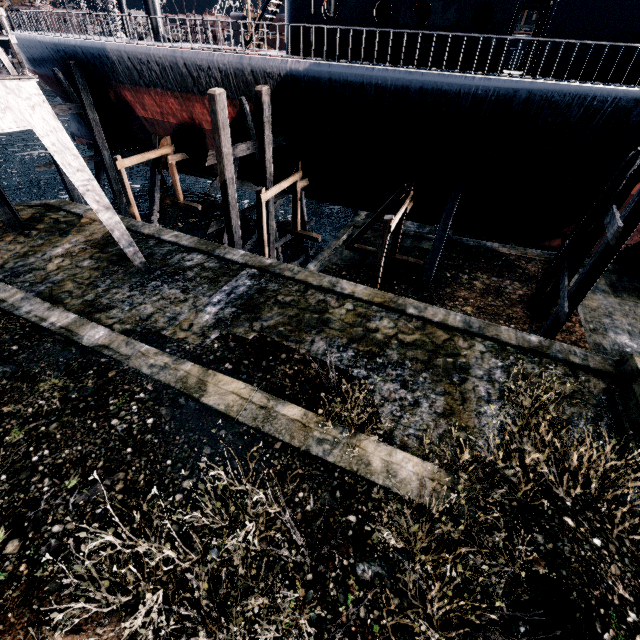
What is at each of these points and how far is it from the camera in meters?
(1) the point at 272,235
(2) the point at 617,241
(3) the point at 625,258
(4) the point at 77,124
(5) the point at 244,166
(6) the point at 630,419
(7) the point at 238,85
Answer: (1) wooden scaffolding, 17.9 m
(2) wooden scaffolding, 9.7 m
(3) ship, 16.4 m
(4) ship, 27.2 m
(5) ship, 19.9 m
(6) building, 7.9 m
(7) ship, 14.8 m

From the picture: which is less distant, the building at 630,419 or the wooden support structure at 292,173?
the building at 630,419

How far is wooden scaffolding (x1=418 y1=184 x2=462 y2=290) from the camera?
15.2 meters

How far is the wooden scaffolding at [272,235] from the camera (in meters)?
16.85

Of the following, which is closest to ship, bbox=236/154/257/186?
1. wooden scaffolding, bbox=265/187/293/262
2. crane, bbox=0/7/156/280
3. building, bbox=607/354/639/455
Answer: wooden scaffolding, bbox=265/187/293/262

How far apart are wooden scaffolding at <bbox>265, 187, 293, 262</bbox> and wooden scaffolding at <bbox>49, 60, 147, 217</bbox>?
12.40m

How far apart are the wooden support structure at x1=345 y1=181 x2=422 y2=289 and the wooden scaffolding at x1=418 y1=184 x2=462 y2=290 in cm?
102

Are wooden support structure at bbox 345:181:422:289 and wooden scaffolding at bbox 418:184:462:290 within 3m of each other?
yes
